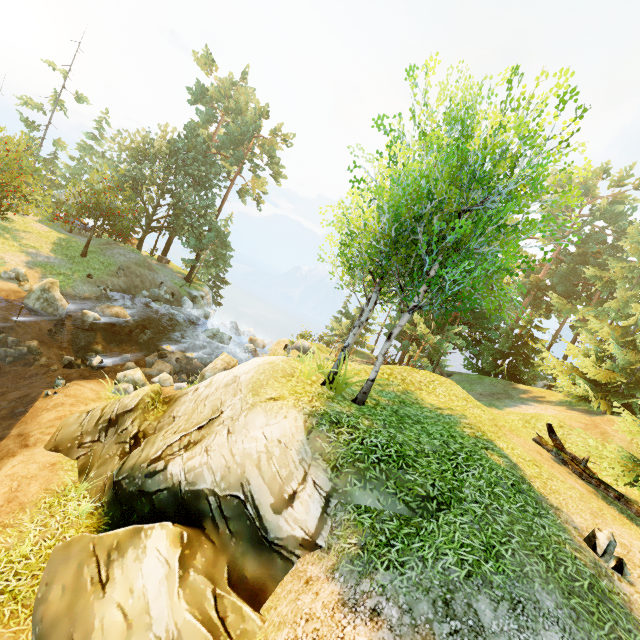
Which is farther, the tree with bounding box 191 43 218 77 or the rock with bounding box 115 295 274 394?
the tree with bounding box 191 43 218 77

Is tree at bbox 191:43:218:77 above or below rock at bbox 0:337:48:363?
above

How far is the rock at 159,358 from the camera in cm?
1577

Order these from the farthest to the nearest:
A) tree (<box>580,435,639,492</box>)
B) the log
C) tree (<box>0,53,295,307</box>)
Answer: tree (<box>0,53,295,307</box>), tree (<box>580,435,639,492</box>), the log

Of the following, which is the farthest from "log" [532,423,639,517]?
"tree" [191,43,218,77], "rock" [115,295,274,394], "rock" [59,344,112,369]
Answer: "tree" [191,43,218,77]

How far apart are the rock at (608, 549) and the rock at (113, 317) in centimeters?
2491cm

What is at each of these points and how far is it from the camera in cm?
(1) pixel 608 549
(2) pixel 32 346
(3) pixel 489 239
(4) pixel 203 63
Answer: (1) rock, 565
(2) rock, 1622
(3) tree, 689
(4) tree, 3588

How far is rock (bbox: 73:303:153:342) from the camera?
19.9 meters
